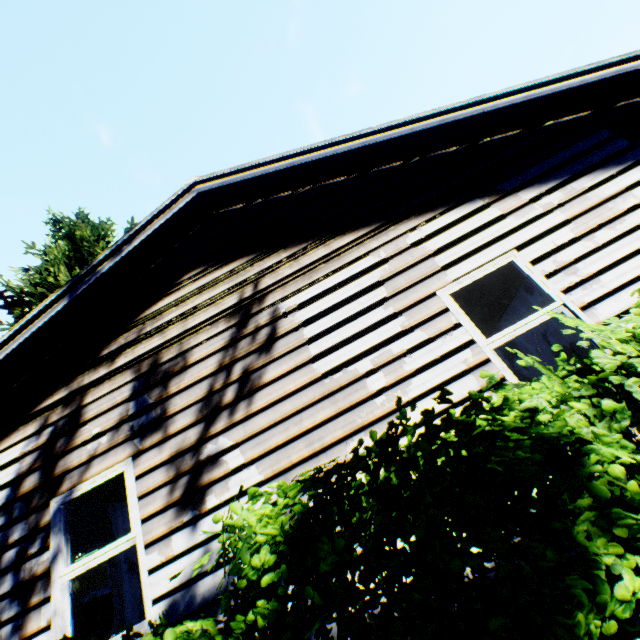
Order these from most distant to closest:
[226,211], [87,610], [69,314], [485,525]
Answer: [87,610]
[226,211]
[69,314]
[485,525]

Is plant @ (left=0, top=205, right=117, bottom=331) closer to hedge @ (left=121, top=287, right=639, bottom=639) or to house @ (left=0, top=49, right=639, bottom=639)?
house @ (left=0, top=49, right=639, bottom=639)

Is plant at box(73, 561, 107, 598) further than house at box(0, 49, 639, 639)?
Yes

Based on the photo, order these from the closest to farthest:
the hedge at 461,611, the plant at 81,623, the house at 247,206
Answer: the hedge at 461,611 → the house at 247,206 → the plant at 81,623

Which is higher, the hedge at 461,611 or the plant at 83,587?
the plant at 83,587

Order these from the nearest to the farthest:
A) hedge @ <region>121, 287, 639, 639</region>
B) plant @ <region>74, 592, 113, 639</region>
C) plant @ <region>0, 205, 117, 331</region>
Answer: hedge @ <region>121, 287, 639, 639</region> < plant @ <region>74, 592, 113, 639</region> < plant @ <region>0, 205, 117, 331</region>

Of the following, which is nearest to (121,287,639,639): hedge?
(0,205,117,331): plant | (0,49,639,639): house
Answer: (0,49,639,639): house
